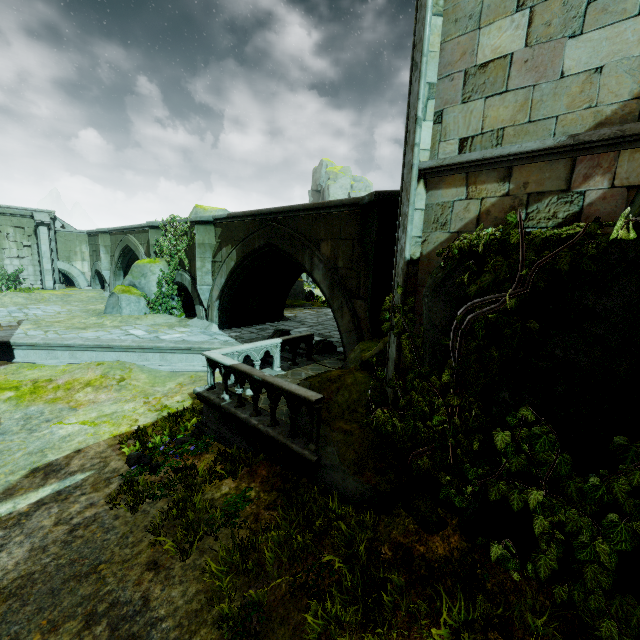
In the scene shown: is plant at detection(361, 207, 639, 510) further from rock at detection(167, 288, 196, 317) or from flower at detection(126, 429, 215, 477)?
rock at detection(167, 288, 196, 317)

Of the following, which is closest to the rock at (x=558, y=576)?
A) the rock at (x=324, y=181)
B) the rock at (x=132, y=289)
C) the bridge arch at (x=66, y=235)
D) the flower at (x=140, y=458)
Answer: the flower at (x=140, y=458)

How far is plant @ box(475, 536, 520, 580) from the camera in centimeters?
312cm

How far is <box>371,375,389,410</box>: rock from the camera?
6.0m

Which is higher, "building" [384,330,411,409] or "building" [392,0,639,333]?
"building" [392,0,639,333]

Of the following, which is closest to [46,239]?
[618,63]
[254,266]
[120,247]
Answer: [120,247]

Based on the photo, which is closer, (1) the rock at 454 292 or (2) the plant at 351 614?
(2) the plant at 351 614

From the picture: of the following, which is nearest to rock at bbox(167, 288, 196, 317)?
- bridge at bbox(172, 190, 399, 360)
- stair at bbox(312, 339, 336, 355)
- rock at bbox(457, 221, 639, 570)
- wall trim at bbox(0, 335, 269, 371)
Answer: bridge at bbox(172, 190, 399, 360)
